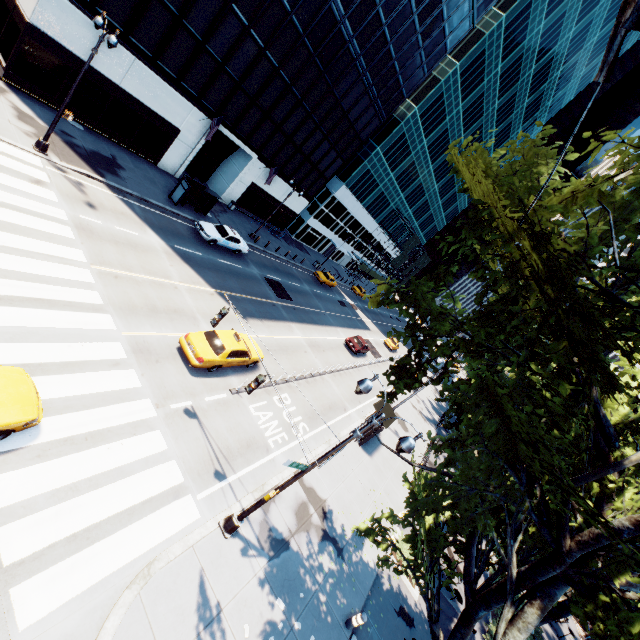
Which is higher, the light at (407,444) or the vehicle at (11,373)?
the light at (407,444)

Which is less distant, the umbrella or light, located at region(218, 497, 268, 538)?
light, located at region(218, 497, 268, 538)

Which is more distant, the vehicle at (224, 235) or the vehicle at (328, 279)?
the vehicle at (328, 279)

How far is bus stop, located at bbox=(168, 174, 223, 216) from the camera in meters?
24.7 m

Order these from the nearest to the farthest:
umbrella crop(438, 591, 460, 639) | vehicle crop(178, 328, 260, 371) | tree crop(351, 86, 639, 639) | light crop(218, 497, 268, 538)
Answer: tree crop(351, 86, 639, 639) → light crop(218, 497, 268, 538) → umbrella crop(438, 591, 460, 639) → vehicle crop(178, 328, 260, 371)

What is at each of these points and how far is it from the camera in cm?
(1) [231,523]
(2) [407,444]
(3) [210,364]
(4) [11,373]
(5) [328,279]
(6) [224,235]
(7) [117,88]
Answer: (1) light, 1066
(2) light, 839
(3) vehicle, 1495
(4) vehicle, 848
(5) vehicle, 4500
(6) vehicle, 2620
(7) building, 2214

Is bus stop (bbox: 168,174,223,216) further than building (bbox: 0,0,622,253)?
Yes

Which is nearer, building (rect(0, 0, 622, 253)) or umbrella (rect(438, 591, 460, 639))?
umbrella (rect(438, 591, 460, 639))
